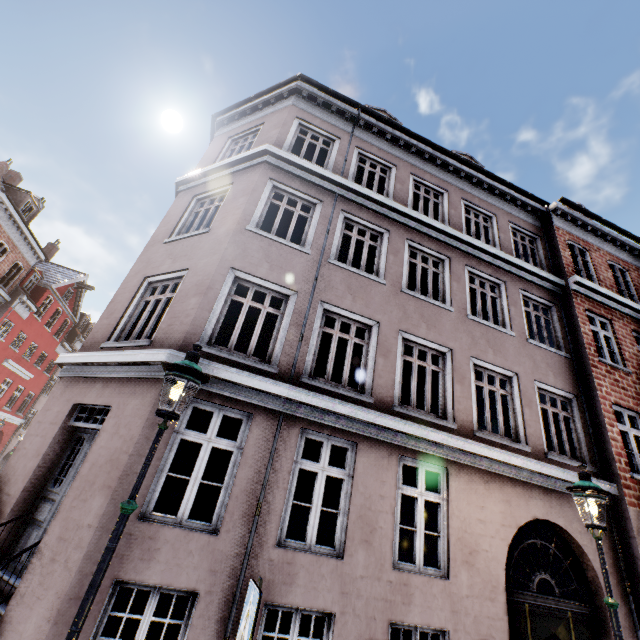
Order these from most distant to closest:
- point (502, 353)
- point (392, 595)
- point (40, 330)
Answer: point (40, 330), point (502, 353), point (392, 595)

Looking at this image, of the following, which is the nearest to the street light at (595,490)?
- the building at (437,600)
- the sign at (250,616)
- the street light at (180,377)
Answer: the building at (437,600)

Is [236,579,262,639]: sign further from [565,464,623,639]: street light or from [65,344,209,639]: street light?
[565,464,623,639]: street light

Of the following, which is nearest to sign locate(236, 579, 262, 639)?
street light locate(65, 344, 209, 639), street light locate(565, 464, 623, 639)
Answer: street light locate(65, 344, 209, 639)

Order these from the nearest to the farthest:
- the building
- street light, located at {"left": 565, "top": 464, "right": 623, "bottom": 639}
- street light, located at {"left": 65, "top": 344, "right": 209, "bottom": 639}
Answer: street light, located at {"left": 65, "top": 344, "right": 209, "bottom": 639}
street light, located at {"left": 565, "top": 464, "right": 623, "bottom": 639}
the building

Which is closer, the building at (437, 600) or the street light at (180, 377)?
the street light at (180, 377)
